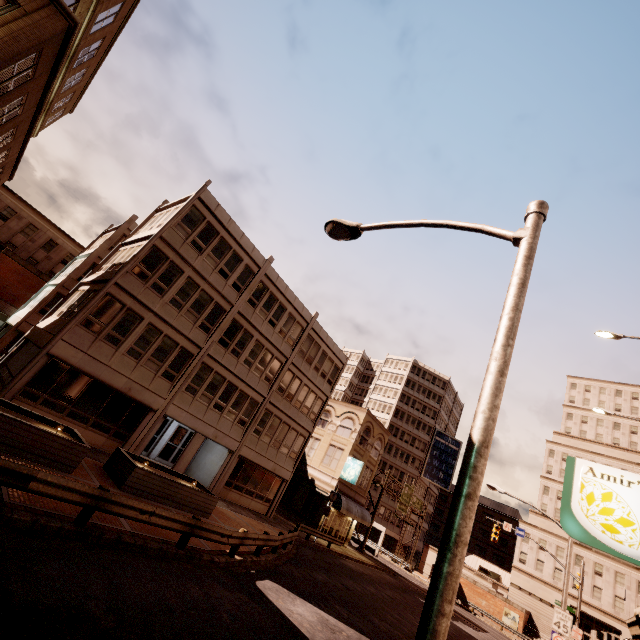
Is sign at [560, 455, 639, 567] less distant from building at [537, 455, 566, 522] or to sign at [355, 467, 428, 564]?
sign at [355, 467, 428, 564]

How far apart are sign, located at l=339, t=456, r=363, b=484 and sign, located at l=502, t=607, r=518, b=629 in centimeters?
3287cm

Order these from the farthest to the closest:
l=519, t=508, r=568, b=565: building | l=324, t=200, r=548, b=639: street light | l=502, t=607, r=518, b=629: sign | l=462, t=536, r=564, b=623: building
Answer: l=519, t=508, r=568, b=565: building
l=462, t=536, r=564, b=623: building
l=502, t=607, r=518, b=629: sign
l=324, t=200, r=548, b=639: street light

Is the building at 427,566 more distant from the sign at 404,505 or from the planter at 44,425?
the planter at 44,425

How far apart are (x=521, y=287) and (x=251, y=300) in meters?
21.2 m

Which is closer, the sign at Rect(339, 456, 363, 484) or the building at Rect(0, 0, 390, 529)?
the building at Rect(0, 0, 390, 529)

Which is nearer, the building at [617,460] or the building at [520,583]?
the building at [520,583]

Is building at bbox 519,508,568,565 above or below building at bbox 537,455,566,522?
below
